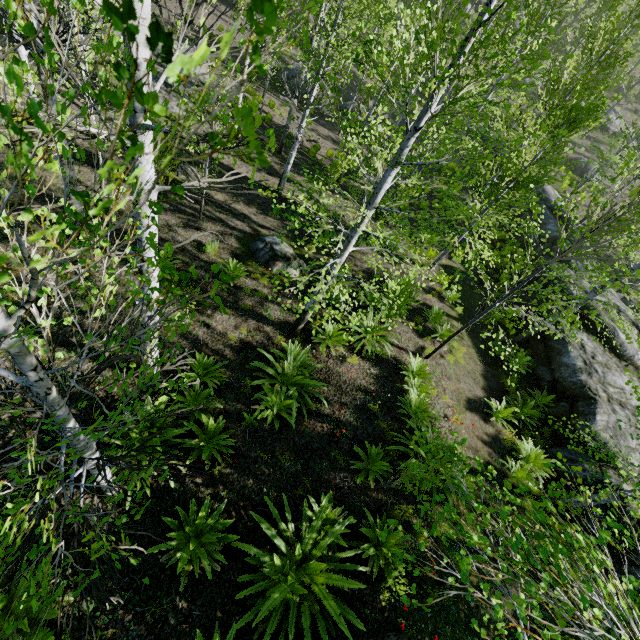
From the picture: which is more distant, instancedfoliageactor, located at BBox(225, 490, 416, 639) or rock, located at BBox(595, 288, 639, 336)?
rock, located at BBox(595, 288, 639, 336)

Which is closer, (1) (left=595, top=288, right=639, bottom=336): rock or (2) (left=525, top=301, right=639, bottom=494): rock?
(2) (left=525, top=301, right=639, bottom=494): rock

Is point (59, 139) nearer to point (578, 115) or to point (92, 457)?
point (92, 457)

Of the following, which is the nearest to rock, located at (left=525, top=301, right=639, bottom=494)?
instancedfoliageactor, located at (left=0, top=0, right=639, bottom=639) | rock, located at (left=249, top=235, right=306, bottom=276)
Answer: instancedfoliageactor, located at (left=0, top=0, right=639, bottom=639)

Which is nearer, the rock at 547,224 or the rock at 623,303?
the rock at 623,303

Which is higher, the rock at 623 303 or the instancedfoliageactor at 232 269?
the rock at 623 303

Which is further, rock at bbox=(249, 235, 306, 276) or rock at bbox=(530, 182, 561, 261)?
rock at bbox=(530, 182, 561, 261)
